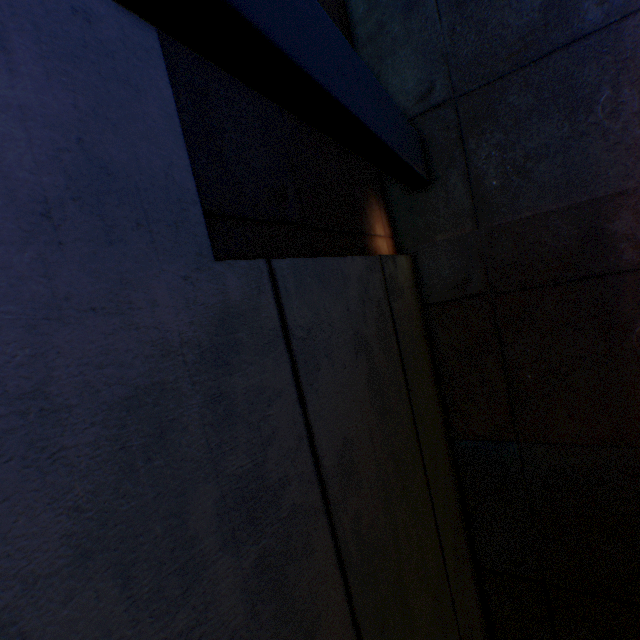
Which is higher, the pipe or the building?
the pipe

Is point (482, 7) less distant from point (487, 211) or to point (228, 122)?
point (487, 211)

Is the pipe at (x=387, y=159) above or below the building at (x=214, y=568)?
above
